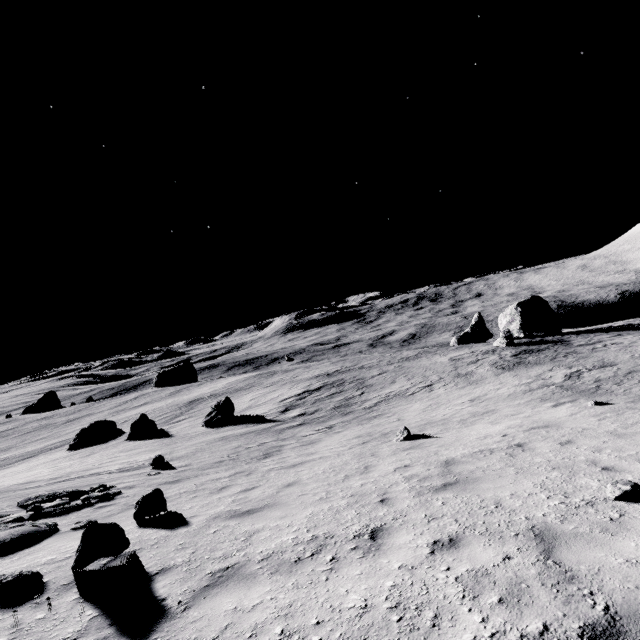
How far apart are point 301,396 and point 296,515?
26.5 meters

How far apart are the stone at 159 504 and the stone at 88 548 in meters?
1.8

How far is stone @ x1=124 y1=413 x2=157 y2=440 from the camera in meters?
29.2

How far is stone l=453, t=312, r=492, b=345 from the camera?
56.88m

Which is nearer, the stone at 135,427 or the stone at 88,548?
the stone at 88,548

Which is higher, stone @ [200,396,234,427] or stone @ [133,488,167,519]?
stone @ [133,488,167,519]

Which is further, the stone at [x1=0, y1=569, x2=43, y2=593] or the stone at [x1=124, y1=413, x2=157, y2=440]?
the stone at [x1=124, y1=413, x2=157, y2=440]

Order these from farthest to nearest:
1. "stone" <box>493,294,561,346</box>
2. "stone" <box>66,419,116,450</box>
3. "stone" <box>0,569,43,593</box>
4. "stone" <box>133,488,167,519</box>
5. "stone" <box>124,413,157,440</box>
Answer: "stone" <box>493,294,561,346</box>
"stone" <box>66,419,116,450</box>
"stone" <box>124,413,157,440</box>
"stone" <box>133,488,167,519</box>
"stone" <box>0,569,43,593</box>
